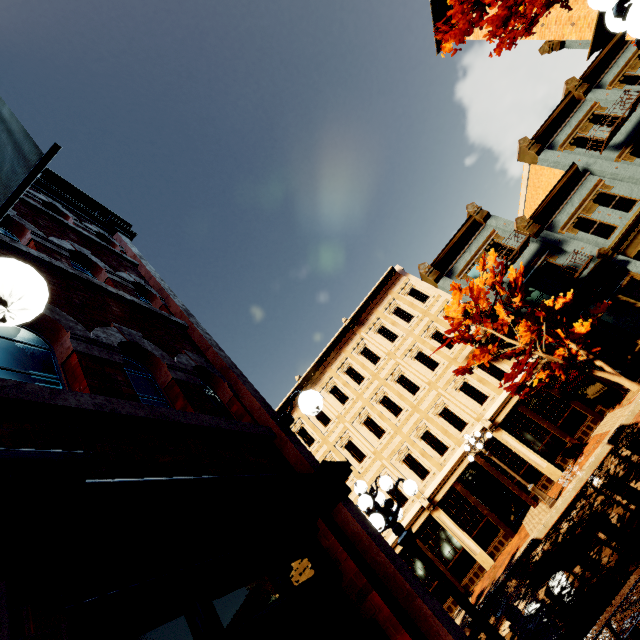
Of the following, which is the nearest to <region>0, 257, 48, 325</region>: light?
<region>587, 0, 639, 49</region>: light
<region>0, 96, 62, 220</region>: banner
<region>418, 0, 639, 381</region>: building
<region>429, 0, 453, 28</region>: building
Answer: <region>0, 96, 62, 220</region>: banner

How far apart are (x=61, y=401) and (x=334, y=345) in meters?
19.8 m

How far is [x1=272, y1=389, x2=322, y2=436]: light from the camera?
3.78m

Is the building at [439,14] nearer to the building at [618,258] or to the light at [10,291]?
the building at [618,258]

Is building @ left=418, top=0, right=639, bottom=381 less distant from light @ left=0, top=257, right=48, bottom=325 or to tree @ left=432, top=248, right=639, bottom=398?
tree @ left=432, top=248, right=639, bottom=398

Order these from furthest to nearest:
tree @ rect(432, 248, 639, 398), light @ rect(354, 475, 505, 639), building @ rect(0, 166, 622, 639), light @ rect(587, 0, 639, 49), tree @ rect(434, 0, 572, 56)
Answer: tree @ rect(432, 248, 639, 398) → tree @ rect(434, 0, 572, 56) → light @ rect(354, 475, 505, 639) → light @ rect(587, 0, 639, 49) → building @ rect(0, 166, 622, 639)

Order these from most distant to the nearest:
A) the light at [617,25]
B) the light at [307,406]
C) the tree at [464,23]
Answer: the tree at [464,23], the light at [307,406], the light at [617,25]

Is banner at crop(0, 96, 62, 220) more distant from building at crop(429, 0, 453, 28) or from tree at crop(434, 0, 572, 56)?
building at crop(429, 0, 453, 28)
